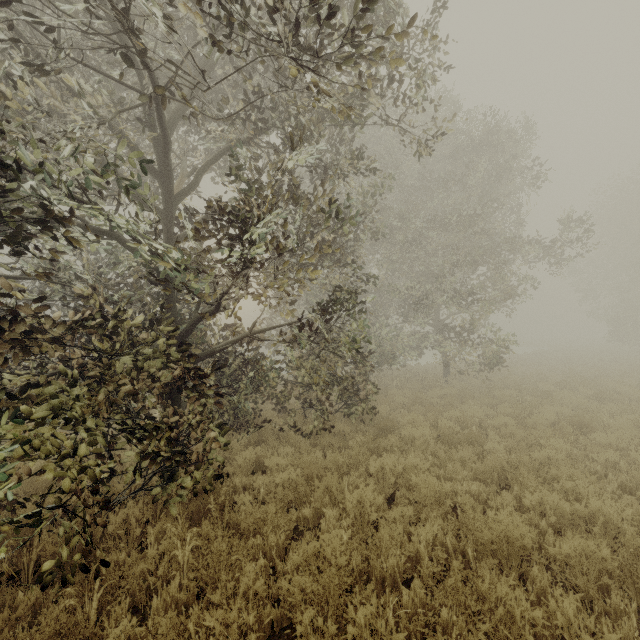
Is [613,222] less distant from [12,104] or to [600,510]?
[600,510]
